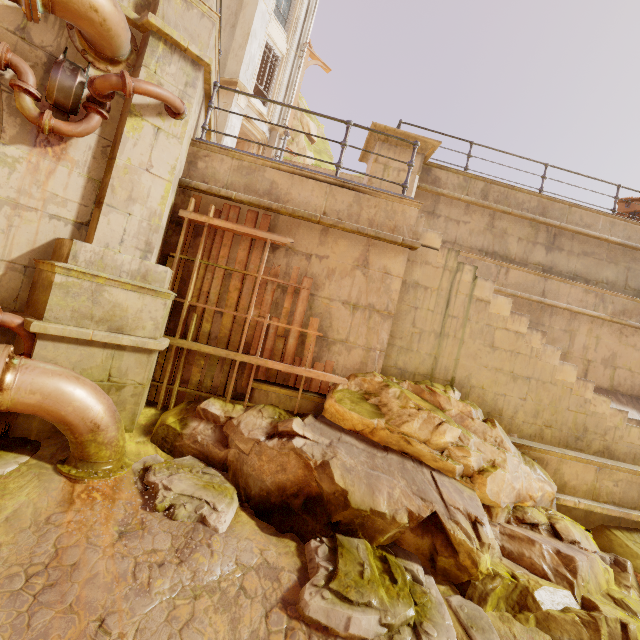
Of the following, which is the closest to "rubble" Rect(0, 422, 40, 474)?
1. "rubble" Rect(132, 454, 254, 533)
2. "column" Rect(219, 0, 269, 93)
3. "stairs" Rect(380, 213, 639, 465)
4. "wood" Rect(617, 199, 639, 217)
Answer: "rubble" Rect(132, 454, 254, 533)

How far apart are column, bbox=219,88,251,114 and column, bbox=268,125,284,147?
1.6m

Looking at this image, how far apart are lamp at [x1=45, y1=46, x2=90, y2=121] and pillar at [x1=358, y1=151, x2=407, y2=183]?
5.2 meters

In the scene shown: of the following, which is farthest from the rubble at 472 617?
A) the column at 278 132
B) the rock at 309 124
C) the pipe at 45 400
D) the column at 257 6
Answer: the rock at 309 124

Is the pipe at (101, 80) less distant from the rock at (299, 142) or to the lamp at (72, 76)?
the lamp at (72, 76)

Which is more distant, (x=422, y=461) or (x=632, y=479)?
(x=632, y=479)

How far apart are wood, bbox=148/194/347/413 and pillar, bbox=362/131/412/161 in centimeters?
299cm

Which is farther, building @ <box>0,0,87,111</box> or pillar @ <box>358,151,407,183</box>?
pillar @ <box>358,151,407,183</box>
